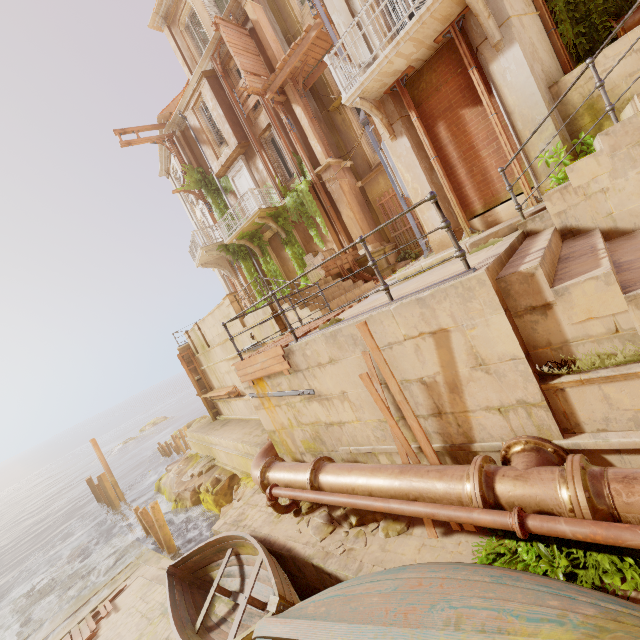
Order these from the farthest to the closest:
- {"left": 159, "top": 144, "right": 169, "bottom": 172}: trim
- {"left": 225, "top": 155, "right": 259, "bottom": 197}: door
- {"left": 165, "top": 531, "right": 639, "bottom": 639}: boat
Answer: {"left": 159, "top": 144, "right": 169, "bottom": 172}: trim
{"left": 225, "top": 155, "right": 259, "bottom": 197}: door
{"left": 165, "top": 531, "right": 639, "bottom": 639}: boat

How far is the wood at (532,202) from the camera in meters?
7.0 m

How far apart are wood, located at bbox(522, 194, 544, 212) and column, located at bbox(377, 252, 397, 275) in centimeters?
658cm

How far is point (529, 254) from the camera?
3.9m

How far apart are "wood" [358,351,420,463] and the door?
14.7 meters

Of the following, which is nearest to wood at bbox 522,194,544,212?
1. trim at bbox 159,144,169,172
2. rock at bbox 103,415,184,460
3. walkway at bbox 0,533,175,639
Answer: walkway at bbox 0,533,175,639

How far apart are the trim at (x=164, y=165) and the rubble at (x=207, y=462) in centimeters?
1984cm

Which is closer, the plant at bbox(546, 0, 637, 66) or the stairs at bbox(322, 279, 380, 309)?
the plant at bbox(546, 0, 637, 66)
